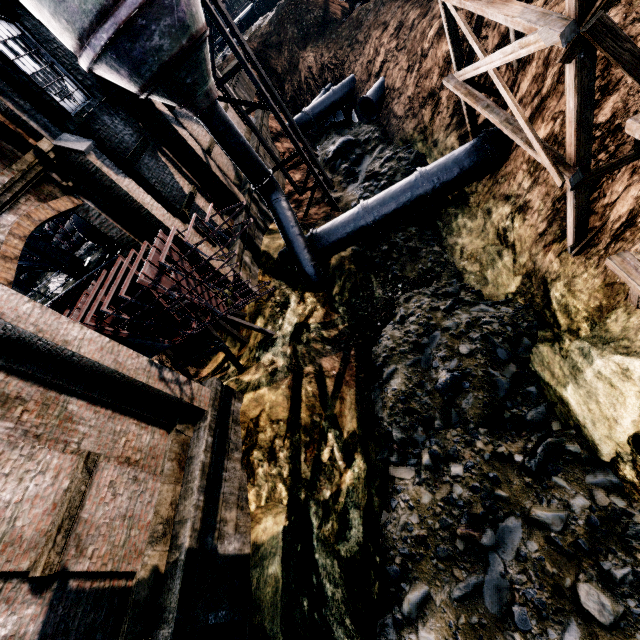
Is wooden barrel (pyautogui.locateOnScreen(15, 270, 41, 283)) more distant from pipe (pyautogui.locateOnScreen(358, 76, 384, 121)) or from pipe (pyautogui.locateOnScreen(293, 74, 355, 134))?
pipe (pyautogui.locateOnScreen(358, 76, 384, 121))

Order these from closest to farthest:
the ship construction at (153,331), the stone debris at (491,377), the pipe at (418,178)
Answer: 1. the stone debris at (491,377)
2. the ship construction at (153,331)
3. the pipe at (418,178)

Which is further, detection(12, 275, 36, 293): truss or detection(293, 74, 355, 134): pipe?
detection(293, 74, 355, 134): pipe

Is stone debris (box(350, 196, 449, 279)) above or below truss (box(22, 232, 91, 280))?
below

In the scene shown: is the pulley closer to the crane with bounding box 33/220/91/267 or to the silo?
the crane with bounding box 33/220/91/267

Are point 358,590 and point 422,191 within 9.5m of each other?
no

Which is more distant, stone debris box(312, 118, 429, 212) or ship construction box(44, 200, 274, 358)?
stone debris box(312, 118, 429, 212)

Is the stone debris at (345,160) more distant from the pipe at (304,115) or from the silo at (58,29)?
the pipe at (304,115)
